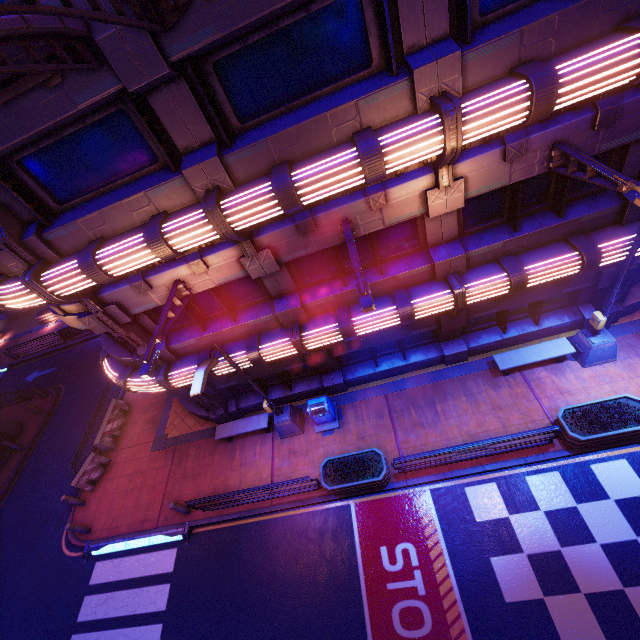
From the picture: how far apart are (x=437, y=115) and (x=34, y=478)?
23.86m

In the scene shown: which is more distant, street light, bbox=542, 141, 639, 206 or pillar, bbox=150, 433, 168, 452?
pillar, bbox=150, 433, 168, 452

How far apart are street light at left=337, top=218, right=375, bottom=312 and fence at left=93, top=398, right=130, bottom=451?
15.6 meters

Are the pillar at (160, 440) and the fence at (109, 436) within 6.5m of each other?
yes

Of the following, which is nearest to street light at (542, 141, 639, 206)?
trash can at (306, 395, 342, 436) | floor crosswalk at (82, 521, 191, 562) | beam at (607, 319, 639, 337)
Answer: beam at (607, 319, 639, 337)

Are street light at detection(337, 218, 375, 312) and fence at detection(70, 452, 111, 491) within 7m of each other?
no

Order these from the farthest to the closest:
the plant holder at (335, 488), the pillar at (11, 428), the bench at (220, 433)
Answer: the pillar at (11, 428), the bench at (220, 433), the plant holder at (335, 488)

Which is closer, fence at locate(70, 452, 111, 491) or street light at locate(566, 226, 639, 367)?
street light at locate(566, 226, 639, 367)
